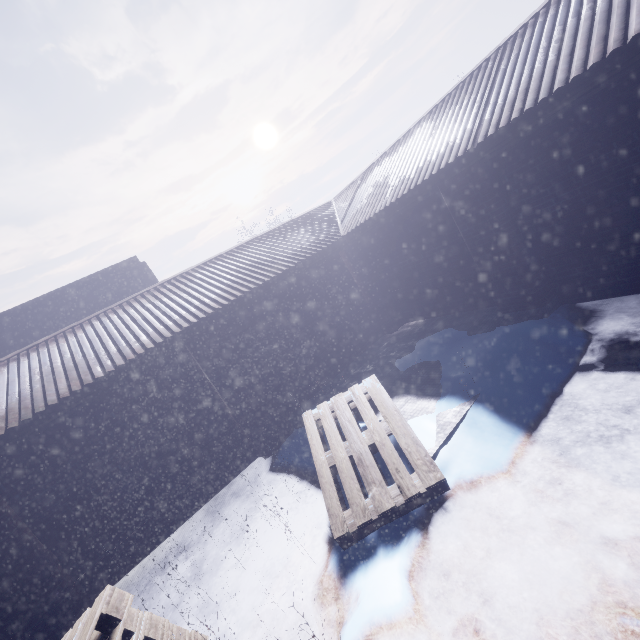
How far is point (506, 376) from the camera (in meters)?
3.23

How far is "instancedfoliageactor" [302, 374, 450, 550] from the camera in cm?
255

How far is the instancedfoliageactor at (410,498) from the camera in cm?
255
